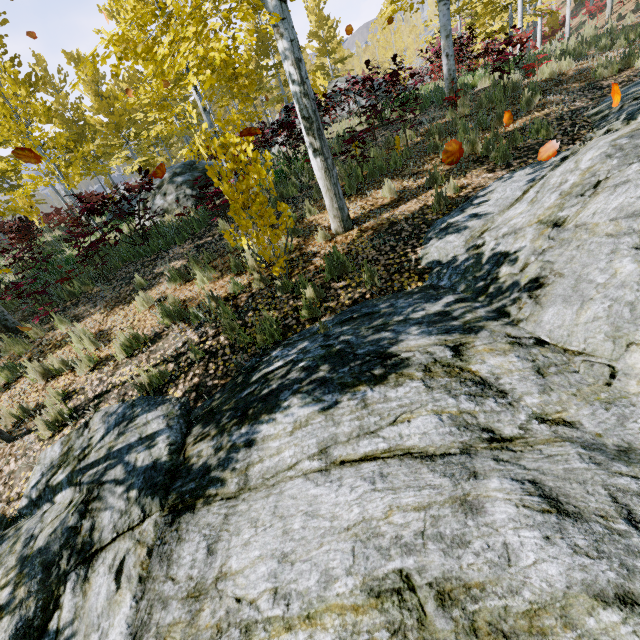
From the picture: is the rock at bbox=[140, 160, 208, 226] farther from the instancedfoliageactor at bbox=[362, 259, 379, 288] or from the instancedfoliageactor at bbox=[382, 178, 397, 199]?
the instancedfoliageactor at bbox=[382, 178, 397, 199]

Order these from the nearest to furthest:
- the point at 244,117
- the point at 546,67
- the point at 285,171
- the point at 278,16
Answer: the point at 278,16, the point at 244,117, the point at 546,67, the point at 285,171

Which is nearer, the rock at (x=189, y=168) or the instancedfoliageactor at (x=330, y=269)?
the instancedfoliageactor at (x=330, y=269)

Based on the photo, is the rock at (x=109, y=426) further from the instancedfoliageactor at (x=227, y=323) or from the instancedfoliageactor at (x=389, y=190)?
the instancedfoliageactor at (x=389, y=190)

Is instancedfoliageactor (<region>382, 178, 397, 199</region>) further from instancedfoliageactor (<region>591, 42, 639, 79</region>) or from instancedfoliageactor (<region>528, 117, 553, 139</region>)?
instancedfoliageactor (<region>528, 117, 553, 139</region>)

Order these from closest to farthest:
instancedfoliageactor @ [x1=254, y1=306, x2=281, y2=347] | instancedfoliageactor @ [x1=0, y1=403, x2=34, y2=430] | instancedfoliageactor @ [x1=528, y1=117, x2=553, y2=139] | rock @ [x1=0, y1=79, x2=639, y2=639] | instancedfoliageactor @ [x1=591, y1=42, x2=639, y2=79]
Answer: rock @ [x1=0, y1=79, x2=639, y2=639]
instancedfoliageactor @ [x1=254, y1=306, x2=281, y2=347]
instancedfoliageactor @ [x1=0, y1=403, x2=34, y2=430]
instancedfoliageactor @ [x1=528, y1=117, x2=553, y2=139]
instancedfoliageactor @ [x1=591, y1=42, x2=639, y2=79]
